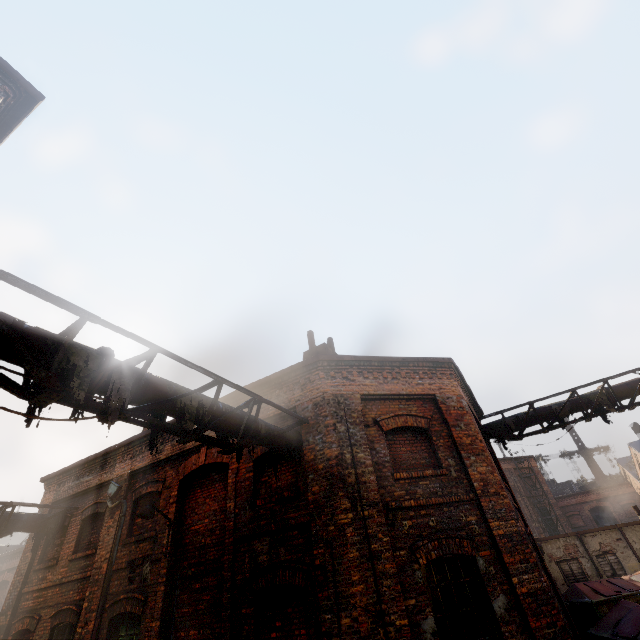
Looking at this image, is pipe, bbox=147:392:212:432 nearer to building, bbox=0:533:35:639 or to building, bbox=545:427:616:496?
building, bbox=0:533:35:639

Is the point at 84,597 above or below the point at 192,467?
below

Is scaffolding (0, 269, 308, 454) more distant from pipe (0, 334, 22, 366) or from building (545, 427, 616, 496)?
building (545, 427, 616, 496)

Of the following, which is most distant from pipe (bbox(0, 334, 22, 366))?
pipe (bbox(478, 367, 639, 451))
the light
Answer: pipe (bbox(478, 367, 639, 451))

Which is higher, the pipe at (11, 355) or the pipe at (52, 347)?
the pipe at (52, 347)

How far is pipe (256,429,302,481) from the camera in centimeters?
720cm

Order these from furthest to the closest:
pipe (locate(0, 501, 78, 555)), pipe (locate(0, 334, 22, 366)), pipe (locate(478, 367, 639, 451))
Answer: pipe (locate(478, 367, 639, 451)), pipe (locate(0, 501, 78, 555)), pipe (locate(0, 334, 22, 366))

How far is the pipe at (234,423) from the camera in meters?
6.1 m
